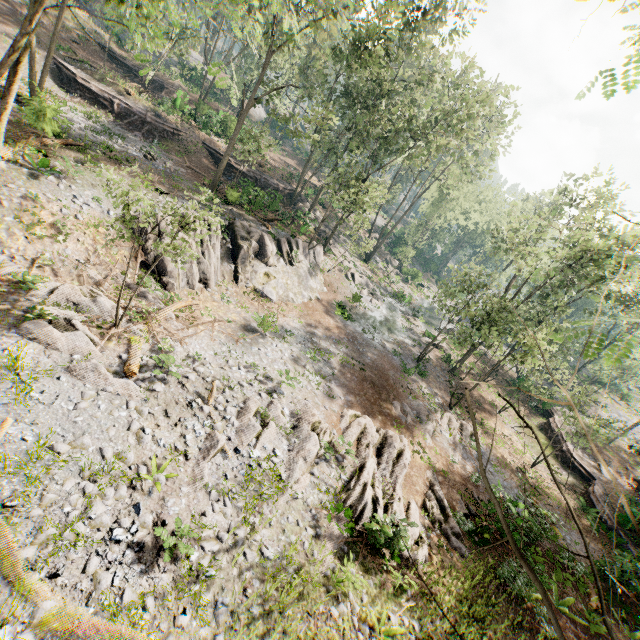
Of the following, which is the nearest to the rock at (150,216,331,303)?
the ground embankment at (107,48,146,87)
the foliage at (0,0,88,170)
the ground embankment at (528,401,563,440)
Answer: the foliage at (0,0,88,170)

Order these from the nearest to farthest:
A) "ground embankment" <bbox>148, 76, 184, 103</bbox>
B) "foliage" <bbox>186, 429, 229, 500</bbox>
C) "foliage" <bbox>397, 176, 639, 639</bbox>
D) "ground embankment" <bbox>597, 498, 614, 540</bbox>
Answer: "foliage" <bbox>397, 176, 639, 639</bbox> → "foliage" <bbox>186, 429, 229, 500</bbox> → "ground embankment" <bbox>597, 498, 614, 540</bbox> → "ground embankment" <bbox>148, 76, 184, 103</bbox>

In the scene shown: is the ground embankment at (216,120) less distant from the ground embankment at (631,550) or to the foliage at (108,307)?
the foliage at (108,307)

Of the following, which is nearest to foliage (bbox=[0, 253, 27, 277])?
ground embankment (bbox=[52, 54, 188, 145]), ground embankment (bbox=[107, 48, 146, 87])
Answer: ground embankment (bbox=[107, 48, 146, 87])

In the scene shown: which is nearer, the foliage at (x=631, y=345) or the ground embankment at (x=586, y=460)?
the foliage at (x=631, y=345)

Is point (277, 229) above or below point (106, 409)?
above

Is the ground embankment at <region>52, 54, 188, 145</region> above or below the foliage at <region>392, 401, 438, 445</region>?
above

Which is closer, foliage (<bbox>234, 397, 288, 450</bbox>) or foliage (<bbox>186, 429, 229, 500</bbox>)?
foliage (<bbox>186, 429, 229, 500</bbox>)
